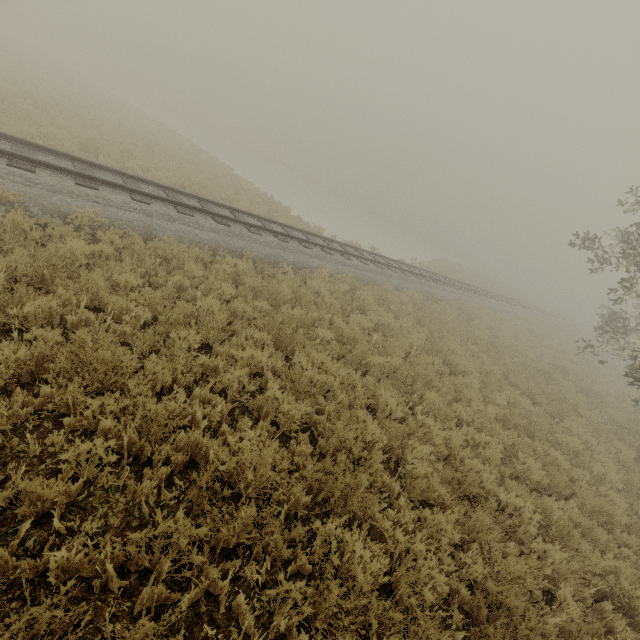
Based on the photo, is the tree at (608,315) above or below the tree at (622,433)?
above

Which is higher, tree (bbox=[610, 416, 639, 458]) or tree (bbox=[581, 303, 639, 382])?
tree (bbox=[581, 303, 639, 382])

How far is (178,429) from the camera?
4.2m

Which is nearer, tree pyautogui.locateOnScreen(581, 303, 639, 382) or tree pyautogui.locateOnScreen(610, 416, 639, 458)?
tree pyautogui.locateOnScreen(610, 416, 639, 458)

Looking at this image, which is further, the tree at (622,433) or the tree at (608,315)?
the tree at (608,315)
